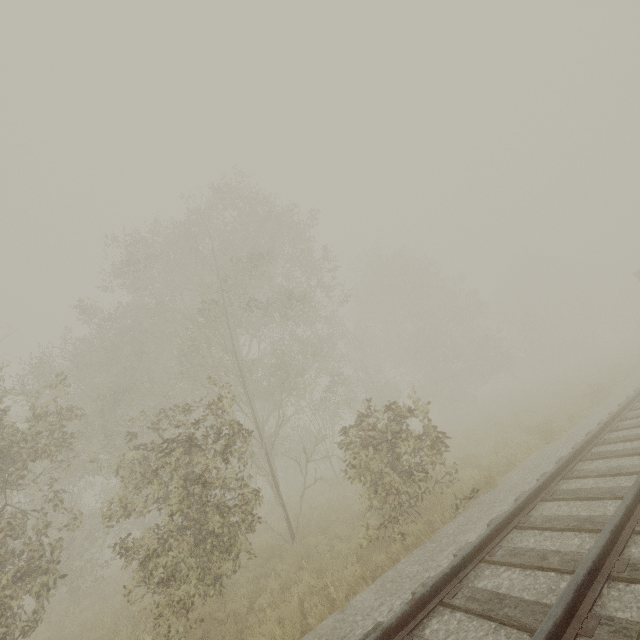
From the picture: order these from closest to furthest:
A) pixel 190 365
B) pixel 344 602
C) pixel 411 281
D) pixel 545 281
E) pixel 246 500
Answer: pixel 344 602
pixel 246 500
pixel 190 365
pixel 411 281
pixel 545 281
